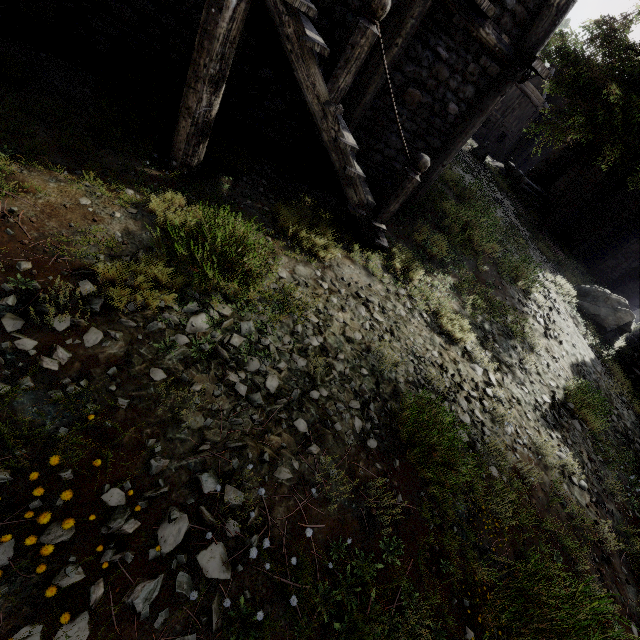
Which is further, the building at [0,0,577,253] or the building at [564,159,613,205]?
the building at [564,159,613,205]

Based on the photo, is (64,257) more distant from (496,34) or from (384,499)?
(496,34)

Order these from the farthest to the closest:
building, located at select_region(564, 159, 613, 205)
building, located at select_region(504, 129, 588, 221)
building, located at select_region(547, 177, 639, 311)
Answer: building, located at select_region(504, 129, 588, 221), building, located at select_region(564, 159, 613, 205), building, located at select_region(547, 177, 639, 311)

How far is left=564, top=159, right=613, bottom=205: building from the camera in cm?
1941

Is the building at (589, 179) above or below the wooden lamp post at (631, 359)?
above

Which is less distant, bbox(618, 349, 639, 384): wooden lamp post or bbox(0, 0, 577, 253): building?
bbox(0, 0, 577, 253): building

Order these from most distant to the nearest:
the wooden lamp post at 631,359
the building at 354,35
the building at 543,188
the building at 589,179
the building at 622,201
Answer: the building at 543,188
the building at 589,179
the building at 622,201
the wooden lamp post at 631,359
the building at 354,35
